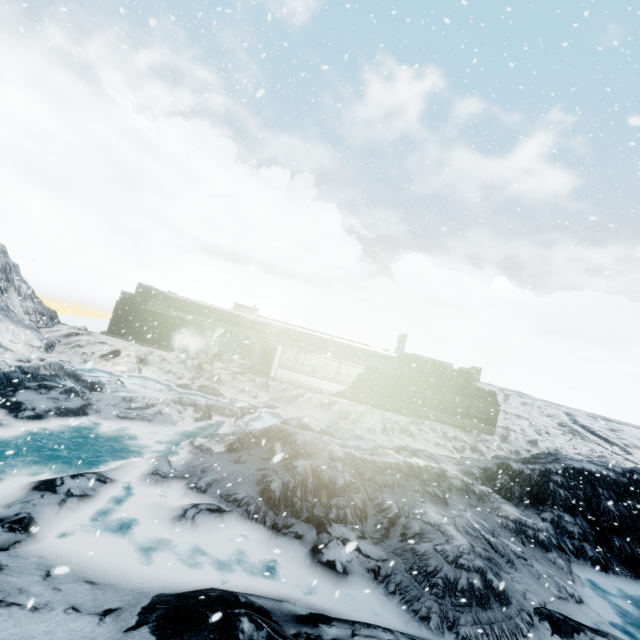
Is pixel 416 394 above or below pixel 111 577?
above
